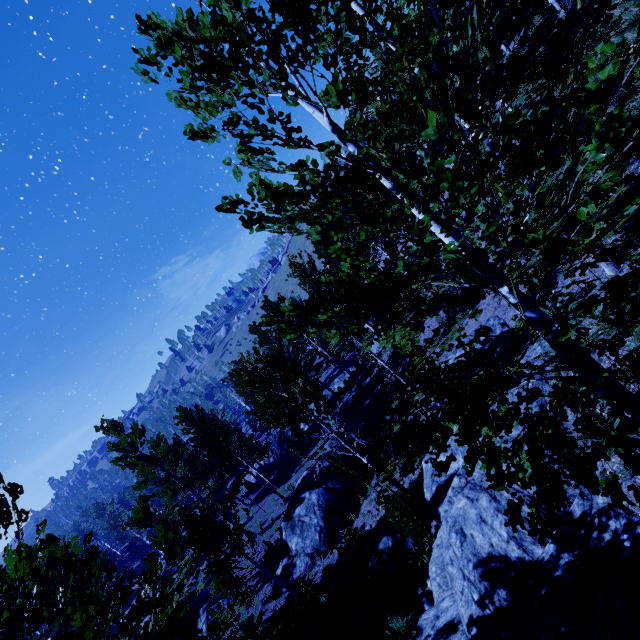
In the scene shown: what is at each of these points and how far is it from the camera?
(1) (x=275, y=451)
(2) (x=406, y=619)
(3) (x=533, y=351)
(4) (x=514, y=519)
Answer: (1) rock, 33.2m
(2) instancedfoliageactor, 8.2m
(3) rock, 9.3m
(4) instancedfoliageactor, 2.8m

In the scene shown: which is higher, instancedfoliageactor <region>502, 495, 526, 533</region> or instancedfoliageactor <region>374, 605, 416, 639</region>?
instancedfoliageactor <region>502, 495, 526, 533</region>

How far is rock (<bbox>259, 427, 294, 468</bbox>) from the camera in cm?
3203

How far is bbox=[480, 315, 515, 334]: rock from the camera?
11.62m

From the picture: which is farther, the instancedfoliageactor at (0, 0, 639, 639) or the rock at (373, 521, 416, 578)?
the rock at (373, 521, 416, 578)

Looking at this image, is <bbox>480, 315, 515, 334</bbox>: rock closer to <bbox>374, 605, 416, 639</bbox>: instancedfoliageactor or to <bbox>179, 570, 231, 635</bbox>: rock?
<bbox>374, 605, 416, 639</bbox>: instancedfoliageactor

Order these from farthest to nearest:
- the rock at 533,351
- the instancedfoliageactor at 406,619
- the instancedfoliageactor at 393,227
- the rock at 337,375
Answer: the rock at 337,375, the rock at 533,351, the instancedfoliageactor at 406,619, the instancedfoliageactor at 393,227

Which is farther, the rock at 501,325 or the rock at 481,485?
the rock at 501,325
